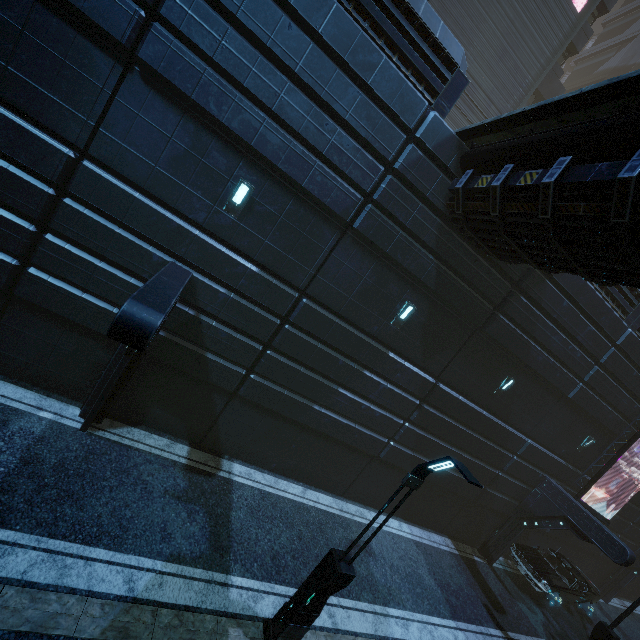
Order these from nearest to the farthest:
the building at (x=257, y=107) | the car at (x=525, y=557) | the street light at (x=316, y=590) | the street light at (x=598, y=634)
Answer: the street light at (x=316, y=590) < the building at (x=257, y=107) < the street light at (x=598, y=634) < the car at (x=525, y=557)

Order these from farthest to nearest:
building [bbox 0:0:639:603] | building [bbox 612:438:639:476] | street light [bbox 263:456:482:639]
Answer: building [bbox 612:438:639:476] → building [bbox 0:0:639:603] → street light [bbox 263:456:482:639]

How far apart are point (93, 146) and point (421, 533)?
17.5 meters

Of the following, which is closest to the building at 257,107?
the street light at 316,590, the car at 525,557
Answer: the car at 525,557

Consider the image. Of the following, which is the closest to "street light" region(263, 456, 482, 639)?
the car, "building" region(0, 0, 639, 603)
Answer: "building" region(0, 0, 639, 603)

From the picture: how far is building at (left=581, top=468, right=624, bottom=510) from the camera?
16.27m

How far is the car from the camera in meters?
13.8 m
